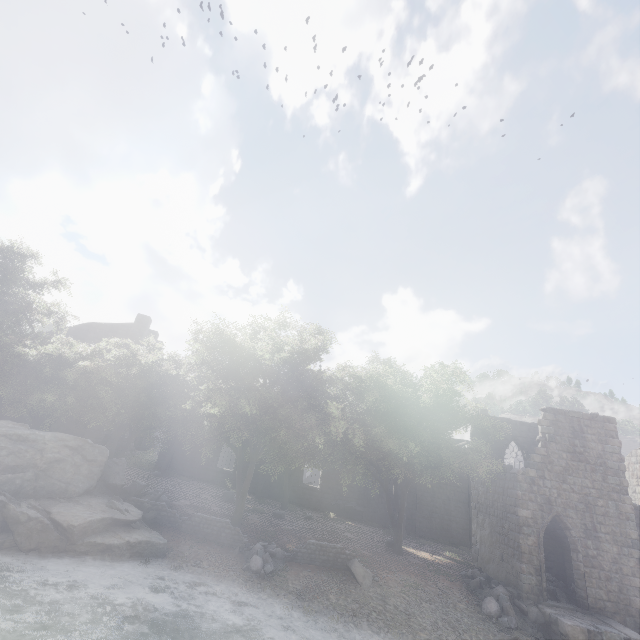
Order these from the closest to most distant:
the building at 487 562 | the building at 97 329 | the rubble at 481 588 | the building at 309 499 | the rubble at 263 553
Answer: the rubble at 263 553 < the rubble at 481 588 < the building at 487 562 < the building at 309 499 < the building at 97 329

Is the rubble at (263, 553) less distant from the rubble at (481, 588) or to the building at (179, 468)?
the rubble at (481, 588)

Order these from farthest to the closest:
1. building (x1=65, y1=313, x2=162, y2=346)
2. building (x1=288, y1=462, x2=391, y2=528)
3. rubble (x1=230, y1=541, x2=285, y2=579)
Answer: building (x1=65, y1=313, x2=162, y2=346), building (x1=288, y1=462, x2=391, y2=528), rubble (x1=230, y1=541, x2=285, y2=579)

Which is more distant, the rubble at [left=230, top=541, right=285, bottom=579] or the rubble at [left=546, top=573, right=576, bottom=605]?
the rubble at [left=546, top=573, right=576, bottom=605]

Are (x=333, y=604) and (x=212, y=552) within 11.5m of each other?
yes

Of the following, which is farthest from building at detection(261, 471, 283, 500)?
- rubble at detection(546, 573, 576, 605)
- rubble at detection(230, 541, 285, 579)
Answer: rubble at detection(230, 541, 285, 579)

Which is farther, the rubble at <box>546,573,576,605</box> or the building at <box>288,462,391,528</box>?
the building at <box>288,462,391,528</box>

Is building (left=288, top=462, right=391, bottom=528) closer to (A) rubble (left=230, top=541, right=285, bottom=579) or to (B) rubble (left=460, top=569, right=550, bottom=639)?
(B) rubble (left=460, top=569, right=550, bottom=639)
